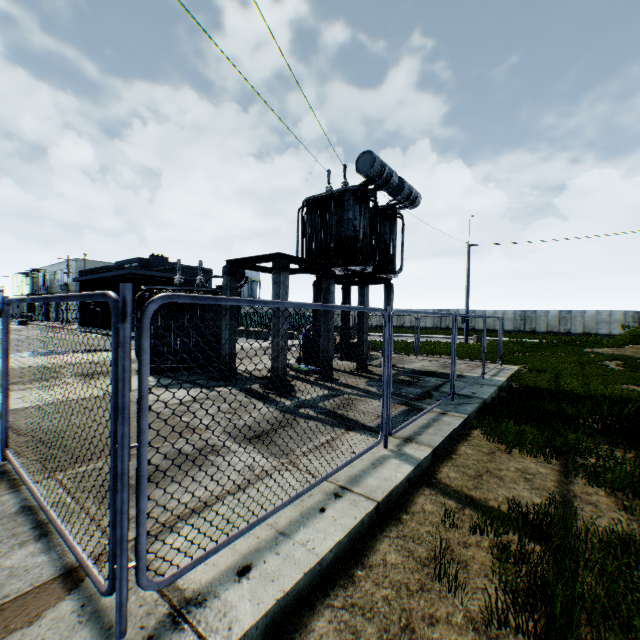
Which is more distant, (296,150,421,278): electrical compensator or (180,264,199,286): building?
(180,264,199,286): building

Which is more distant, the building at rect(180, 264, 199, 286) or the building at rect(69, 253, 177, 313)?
the building at rect(180, 264, 199, 286)

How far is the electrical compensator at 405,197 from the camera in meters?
11.1

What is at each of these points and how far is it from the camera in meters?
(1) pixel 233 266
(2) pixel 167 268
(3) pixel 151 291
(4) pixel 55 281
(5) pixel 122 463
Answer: (1) concrete support, 9.6
(2) building, 35.5
(3) electrical compensator, 11.1
(4) building, 55.5
(5) metal fence, 2.0

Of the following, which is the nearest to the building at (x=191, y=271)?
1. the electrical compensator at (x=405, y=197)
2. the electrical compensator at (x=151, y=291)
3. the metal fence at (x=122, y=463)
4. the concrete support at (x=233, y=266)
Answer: the metal fence at (x=122, y=463)

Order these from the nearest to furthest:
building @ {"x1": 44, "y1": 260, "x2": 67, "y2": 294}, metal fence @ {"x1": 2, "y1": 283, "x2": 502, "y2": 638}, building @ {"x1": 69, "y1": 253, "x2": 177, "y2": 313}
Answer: metal fence @ {"x1": 2, "y1": 283, "x2": 502, "y2": 638}
building @ {"x1": 69, "y1": 253, "x2": 177, "y2": 313}
building @ {"x1": 44, "y1": 260, "x2": 67, "y2": 294}

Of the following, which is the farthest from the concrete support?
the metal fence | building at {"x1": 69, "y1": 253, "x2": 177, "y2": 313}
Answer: building at {"x1": 69, "y1": 253, "x2": 177, "y2": 313}

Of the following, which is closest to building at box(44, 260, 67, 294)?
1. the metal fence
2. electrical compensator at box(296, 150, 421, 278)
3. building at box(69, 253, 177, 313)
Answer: building at box(69, 253, 177, 313)
